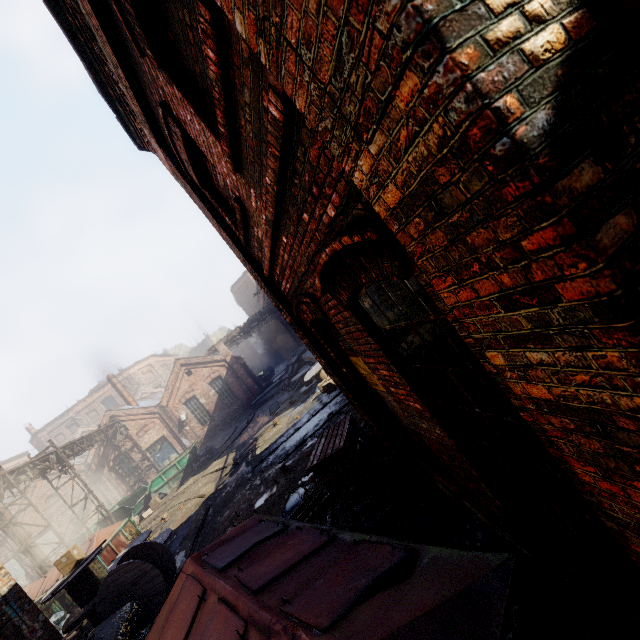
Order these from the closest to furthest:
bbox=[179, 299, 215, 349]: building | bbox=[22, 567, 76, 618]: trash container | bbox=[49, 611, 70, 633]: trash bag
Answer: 1. bbox=[49, 611, 70, 633]: trash bag
2. bbox=[22, 567, 76, 618]: trash container
3. bbox=[179, 299, 215, 349]: building

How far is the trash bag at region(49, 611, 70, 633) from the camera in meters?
10.9

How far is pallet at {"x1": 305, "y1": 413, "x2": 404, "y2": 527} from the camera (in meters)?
5.41

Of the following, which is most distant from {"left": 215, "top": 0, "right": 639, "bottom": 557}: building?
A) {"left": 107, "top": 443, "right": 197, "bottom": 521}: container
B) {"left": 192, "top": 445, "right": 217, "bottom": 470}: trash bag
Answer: {"left": 107, "top": 443, "right": 197, "bottom": 521}: container

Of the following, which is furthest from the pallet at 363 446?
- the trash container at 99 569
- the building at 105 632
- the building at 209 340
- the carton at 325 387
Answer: the building at 209 340

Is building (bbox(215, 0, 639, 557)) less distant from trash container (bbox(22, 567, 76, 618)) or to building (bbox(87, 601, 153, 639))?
building (bbox(87, 601, 153, 639))

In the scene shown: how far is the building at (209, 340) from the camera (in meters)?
59.50

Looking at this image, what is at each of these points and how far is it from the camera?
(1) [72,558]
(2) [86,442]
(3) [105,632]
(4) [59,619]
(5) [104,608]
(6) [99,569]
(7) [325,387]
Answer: (1) carton, 9.1m
(2) pipe, 22.2m
(3) building, 6.7m
(4) trash bag, 11.3m
(5) spool, 7.6m
(6) trash container, 11.8m
(7) carton, 14.7m
